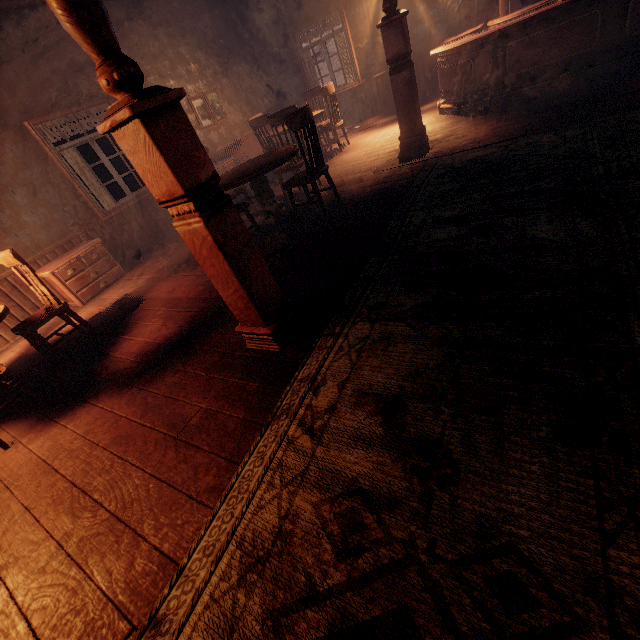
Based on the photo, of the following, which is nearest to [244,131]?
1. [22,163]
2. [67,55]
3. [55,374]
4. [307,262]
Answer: [67,55]

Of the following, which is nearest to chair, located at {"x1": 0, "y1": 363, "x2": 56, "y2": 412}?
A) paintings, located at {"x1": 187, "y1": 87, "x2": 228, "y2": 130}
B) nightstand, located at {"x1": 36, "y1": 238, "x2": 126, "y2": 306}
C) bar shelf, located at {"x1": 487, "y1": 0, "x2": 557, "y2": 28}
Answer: nightstand, located at {"x1": 36, "y1": 238, "x2": 126, "y2": 306}

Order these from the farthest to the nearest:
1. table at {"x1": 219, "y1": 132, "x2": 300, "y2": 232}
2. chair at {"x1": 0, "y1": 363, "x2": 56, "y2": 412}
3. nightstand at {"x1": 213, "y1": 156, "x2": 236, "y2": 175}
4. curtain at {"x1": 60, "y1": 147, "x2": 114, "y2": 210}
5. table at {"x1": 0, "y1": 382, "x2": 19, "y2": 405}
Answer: nightstand at {"x1": 213, "y1": 156, "x2": 236, "y2": 175} → curtain at {"x1": 60, "y1": 147, "x2": 114, "y2": 210} → table at {"x1": 219, "y1": 132, "x2": 300, "y2": 232} → table at {"x1": 0, "y1": 382, "x2": 19, "y2": 405} → chair at {"x1": 0, "y1": 363, "x2": 56, "y2": 412}

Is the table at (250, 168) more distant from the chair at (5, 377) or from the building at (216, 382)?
the chair at (5, 377)

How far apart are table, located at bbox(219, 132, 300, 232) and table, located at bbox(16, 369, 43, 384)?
3.13m

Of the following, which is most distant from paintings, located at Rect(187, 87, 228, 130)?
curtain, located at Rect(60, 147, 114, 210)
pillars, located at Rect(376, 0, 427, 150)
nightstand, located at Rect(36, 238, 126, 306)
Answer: pillars, located at Rect(376, 0, 427, 150)

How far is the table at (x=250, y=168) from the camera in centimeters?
396cm

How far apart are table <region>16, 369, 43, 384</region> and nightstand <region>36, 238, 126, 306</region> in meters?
1.6
